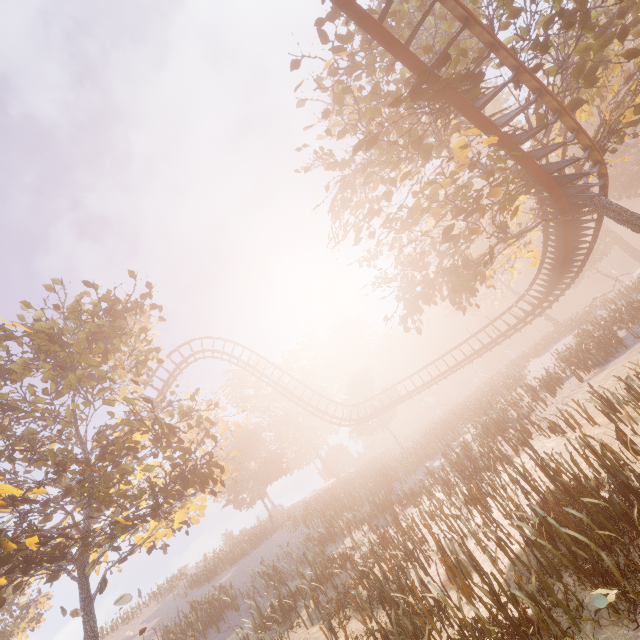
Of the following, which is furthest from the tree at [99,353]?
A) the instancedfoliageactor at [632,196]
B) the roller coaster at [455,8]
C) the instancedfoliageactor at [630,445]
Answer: the instancedfoliageactor at [632,196]

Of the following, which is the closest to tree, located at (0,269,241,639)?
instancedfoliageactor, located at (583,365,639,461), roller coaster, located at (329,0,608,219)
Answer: roller coaster, located at (329,0,608,219)

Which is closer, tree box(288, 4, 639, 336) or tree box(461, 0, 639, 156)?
tree box(461, 0, 639, 156)

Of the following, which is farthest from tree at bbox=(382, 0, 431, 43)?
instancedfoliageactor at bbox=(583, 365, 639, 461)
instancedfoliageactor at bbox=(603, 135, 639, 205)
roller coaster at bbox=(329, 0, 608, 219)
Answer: instancedfoliageactor at bbox=(603, 135, 639, 205)

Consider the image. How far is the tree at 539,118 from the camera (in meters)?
10.48

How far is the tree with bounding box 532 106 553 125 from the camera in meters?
10.5 m

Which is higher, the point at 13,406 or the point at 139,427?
the point at 13,406
